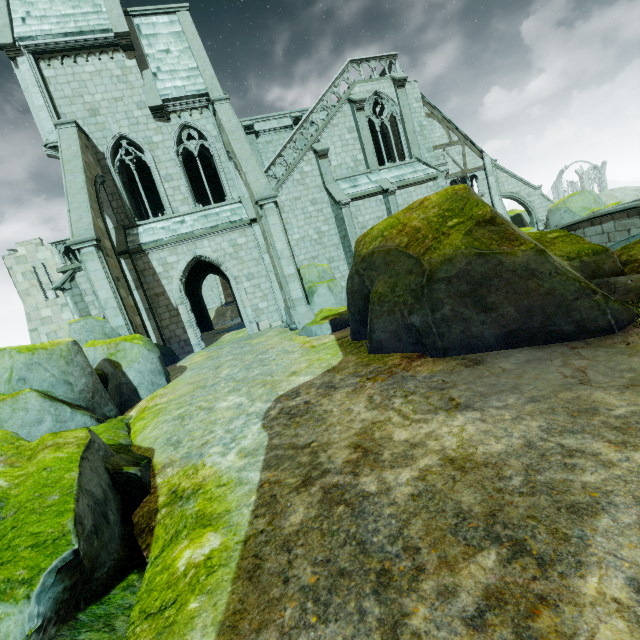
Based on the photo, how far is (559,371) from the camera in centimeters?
435cm

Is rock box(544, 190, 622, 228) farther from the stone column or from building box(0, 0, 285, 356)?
the stone column

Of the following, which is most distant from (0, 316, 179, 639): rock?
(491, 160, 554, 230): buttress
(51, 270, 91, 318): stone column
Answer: (491, 160, 554, 230): buttress

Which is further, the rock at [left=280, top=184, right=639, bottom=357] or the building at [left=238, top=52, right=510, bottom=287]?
the building at [left=238, top=52, right=510, bottom=287]

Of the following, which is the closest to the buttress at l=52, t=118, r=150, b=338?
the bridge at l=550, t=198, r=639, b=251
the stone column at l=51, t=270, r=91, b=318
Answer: the stone column at l=51, t=270, r=91, b=318

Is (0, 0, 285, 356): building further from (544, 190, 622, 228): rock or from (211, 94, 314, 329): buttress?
(544, 190, 622, 228): rock

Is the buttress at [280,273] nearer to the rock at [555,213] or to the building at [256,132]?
the building at [256,132]

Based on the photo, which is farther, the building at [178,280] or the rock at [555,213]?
the rock at [555,213]
